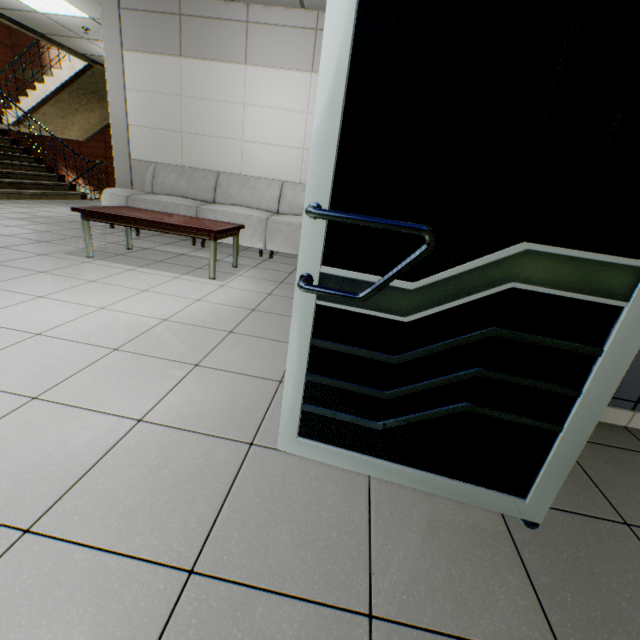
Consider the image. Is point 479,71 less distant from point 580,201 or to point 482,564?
point 580,201

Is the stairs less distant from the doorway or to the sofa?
the sofa

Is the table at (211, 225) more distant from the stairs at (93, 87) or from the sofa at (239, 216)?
the stairs at (93, 87)

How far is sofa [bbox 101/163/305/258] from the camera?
4.62m

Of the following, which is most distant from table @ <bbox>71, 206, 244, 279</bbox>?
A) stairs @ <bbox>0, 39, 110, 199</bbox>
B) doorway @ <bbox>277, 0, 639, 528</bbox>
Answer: stairs @ <bbox>0, 39, 110, 199</bbox>

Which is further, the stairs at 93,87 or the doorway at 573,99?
the stairs at 93,87

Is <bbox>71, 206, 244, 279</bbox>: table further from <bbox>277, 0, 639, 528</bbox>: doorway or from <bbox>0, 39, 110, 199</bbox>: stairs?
<bbox>0, 39, 110, 199</bbox>: stairs

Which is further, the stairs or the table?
the stairs
